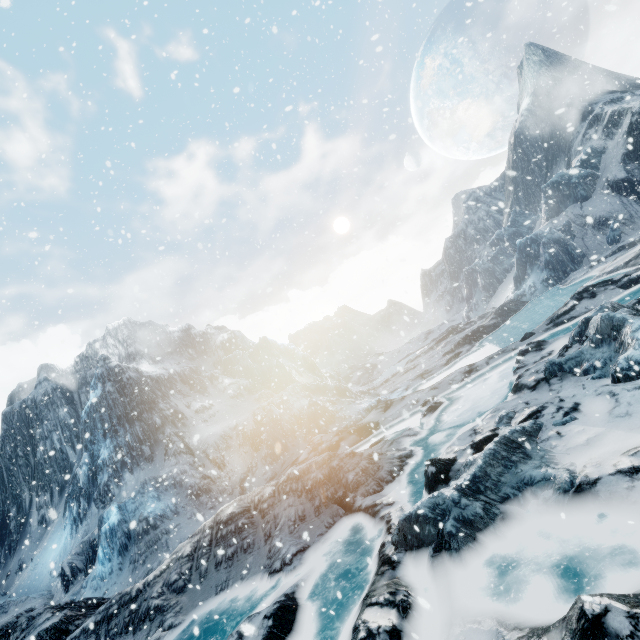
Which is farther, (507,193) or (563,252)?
(507,193)
